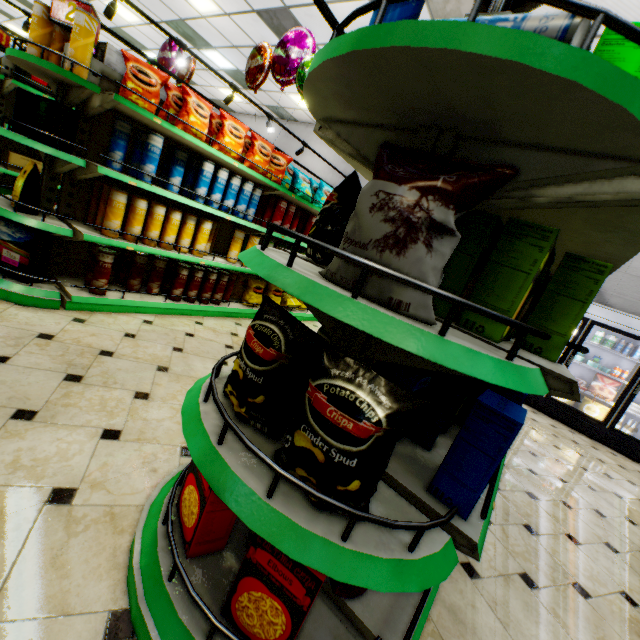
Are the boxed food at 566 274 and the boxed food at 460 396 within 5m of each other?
yes

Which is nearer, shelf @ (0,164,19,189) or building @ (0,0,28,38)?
shelf @ (0,164,19,189)

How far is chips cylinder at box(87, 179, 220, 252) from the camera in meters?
3.0 m

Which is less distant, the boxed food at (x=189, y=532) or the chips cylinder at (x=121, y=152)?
the boxed food at (x=189, y=532)

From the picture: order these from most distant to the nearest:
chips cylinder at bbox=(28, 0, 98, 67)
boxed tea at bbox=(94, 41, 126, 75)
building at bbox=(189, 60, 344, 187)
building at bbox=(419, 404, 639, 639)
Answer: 1. building at bbox=(189, 60, 344, 187)
2. boxed tea at bbox=(94, 41, 126, 75)
3. chips cylinder at bbox=(28, 0, 98, 67)
4. building at bbox=(419, 404, 639, 639)

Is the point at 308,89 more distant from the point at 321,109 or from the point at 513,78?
the point at 513,78

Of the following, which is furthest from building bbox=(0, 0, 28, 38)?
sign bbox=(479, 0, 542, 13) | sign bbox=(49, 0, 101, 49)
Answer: sign bbox=(49, 0, 101, 49)

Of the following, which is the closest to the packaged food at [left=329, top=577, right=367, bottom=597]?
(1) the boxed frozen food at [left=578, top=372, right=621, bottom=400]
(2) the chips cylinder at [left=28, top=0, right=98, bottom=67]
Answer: (2) the chips cylinder at [left=28, top=0, right=98, bottom=67]
